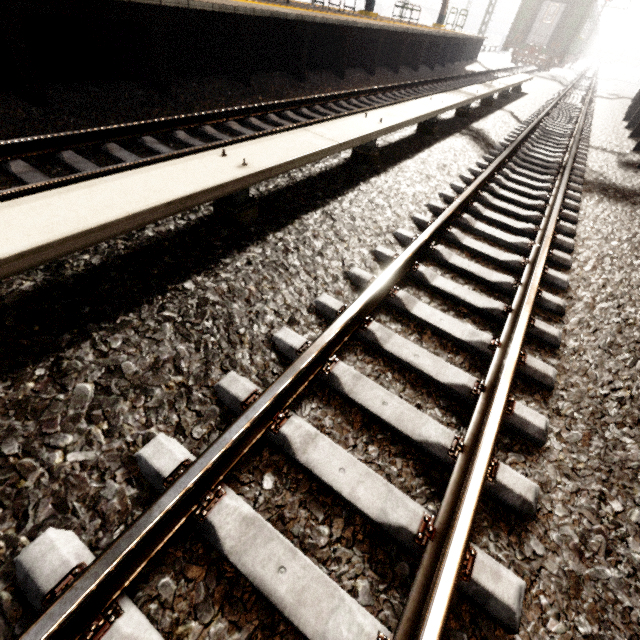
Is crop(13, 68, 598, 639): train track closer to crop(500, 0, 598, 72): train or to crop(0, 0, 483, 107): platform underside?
crop(0, 0, 483, 107): platform underside

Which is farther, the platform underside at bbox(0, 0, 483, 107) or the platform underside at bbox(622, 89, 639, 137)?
the platform underside at bbox(622, 89, 639, 137)

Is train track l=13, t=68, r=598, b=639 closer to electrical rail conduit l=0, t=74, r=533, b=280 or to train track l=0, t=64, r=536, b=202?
electrical rail conduit l=0, t=74, r=533, b=280

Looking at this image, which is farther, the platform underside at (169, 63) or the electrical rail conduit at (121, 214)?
the platform underside at (169, 63)

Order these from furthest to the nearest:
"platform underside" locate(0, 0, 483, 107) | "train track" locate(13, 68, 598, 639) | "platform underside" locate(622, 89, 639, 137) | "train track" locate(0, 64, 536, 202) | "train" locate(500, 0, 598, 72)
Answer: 1. "train" locate(500, 0, 598, 72)
2. "platform underside" locate(622, 89, 639, 137)
3. "platform underside" locate(0, 0, 483, 107)
4. "train track" locate(0, 64, 536, 202)
5. "train track" locate(13, 68, 598, 639)

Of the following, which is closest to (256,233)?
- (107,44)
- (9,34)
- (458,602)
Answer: (458,602)

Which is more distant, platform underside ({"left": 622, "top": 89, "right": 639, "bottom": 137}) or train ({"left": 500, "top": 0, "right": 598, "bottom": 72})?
train ({"left": 500, "top": 0, "right": 598, "bottom": 72})

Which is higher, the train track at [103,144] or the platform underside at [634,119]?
the platform underside at [634,119]
